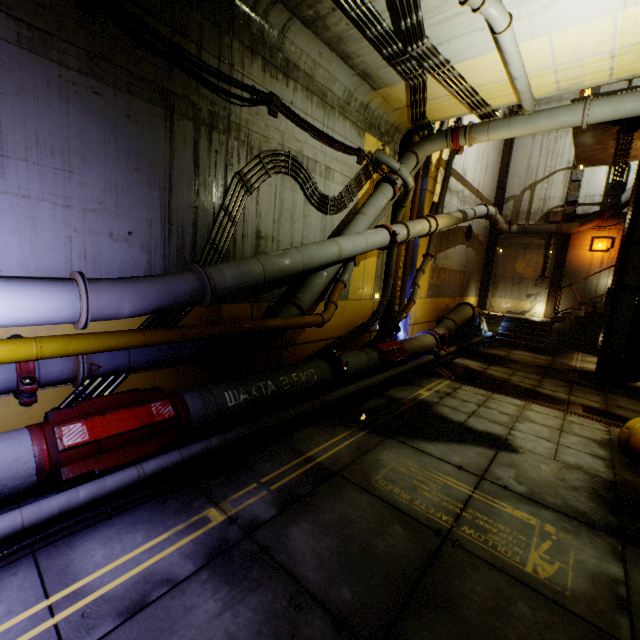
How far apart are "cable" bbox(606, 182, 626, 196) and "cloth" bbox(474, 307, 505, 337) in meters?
7.2 m

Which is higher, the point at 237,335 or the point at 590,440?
the point at 237,335

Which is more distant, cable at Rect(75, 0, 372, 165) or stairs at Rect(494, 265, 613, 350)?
stairs at Rect(494, 265, 613, 350)

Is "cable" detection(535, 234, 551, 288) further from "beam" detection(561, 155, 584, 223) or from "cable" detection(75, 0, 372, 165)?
"cable" detection(75, 0, 372, 165)

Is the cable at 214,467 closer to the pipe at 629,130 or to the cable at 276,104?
the pipe at 629,130

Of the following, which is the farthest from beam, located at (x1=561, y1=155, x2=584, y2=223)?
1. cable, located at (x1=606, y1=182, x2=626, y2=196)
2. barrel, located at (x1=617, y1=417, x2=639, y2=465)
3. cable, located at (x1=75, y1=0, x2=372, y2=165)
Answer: barrel, located at (x1=617, y1=417, x2=639, y2=465)

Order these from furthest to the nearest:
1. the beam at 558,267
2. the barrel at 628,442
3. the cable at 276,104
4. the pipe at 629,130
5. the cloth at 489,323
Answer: the beam at 558,267, the cloth at 489,323, the pipe at 629,130, the barrel at 628,442, the cable at 276,104

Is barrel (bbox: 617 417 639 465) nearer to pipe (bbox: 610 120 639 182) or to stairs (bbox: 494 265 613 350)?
pipe (bbox: 610 120 639 182)
